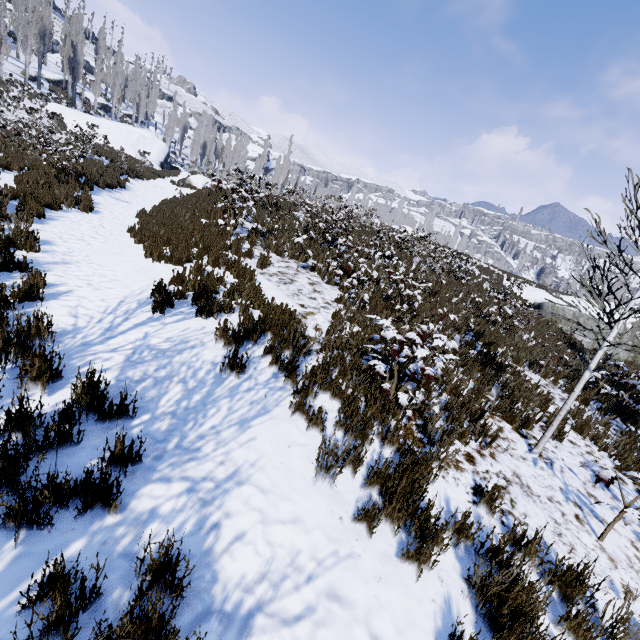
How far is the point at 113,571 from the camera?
2.1 meters

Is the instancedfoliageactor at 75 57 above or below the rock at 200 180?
above

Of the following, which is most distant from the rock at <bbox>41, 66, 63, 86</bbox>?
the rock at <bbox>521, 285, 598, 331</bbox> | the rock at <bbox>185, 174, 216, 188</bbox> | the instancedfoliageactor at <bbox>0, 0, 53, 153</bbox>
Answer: the rock at <bbox>521, 285, 598, 331</bbox>

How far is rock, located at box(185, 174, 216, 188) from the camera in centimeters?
2588cm

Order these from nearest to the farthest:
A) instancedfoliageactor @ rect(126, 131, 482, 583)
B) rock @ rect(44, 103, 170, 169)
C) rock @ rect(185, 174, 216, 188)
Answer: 1. instancedfoliageactor @ rect(126, 131, 482, 583)
2. rock @ rect(185, 174, 216, 188)
3. rock @ rect(44, 103, 170, 169)

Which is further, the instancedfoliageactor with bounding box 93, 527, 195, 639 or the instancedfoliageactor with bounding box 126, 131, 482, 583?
the instancedfoliageactor with bounding box 126, 131, 482, 583

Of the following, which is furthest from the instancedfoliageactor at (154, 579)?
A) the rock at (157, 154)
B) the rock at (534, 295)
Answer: the rock at (534, 295)

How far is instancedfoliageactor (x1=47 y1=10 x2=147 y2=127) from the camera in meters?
36.6
